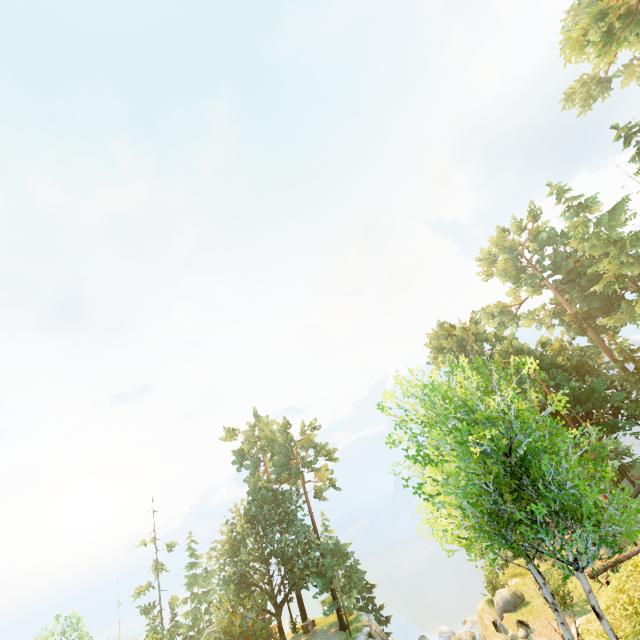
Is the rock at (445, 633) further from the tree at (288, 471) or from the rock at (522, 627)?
the tree at (288, 471)

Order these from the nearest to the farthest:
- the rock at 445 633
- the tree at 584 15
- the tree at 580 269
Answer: the tree at 580 269, the tree at 584 15, the rock at 445 633

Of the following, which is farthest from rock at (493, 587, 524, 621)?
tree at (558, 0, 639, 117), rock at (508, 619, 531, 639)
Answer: tree at (558, 0, 639, 117)

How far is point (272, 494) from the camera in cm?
3772

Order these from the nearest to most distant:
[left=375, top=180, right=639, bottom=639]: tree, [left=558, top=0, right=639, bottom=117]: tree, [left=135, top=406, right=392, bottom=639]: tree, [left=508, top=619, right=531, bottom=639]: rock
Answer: [left=375, top=180, right=639, bottom=639]: tree → [left=508, top=619, right=531, bottom=639]: rock → [left=558, top=0, right=639, bottom=117]: tree → [left=135, top=406, right=392, bottom=639]: tree

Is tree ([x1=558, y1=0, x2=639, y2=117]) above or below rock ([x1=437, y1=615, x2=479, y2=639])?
above

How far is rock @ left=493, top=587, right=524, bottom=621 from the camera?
22.1 meters

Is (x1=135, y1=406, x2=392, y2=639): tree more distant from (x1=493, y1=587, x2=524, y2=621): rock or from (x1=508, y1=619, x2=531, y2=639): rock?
(x1=508, y1=619, x2=531, y2=639): rock
